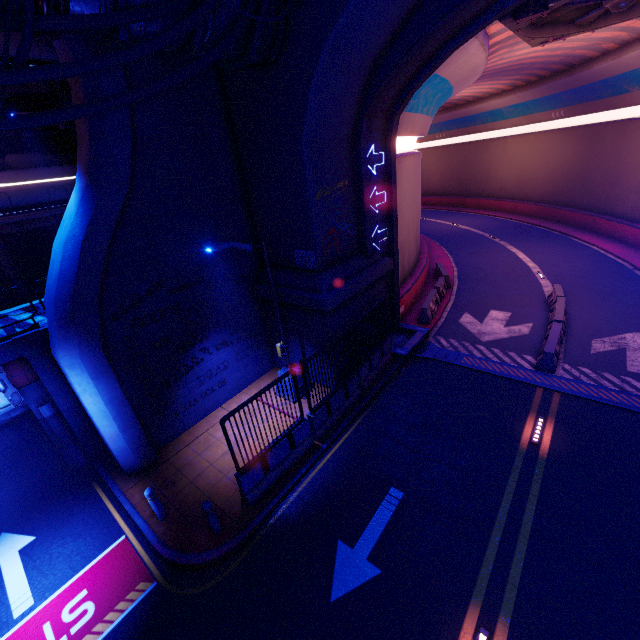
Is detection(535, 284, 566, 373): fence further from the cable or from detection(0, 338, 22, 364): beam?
detection(0, 338, 22, 364): beam

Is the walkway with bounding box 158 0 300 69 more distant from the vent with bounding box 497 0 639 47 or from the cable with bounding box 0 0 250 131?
the vent with bounding box 497 0 639 47

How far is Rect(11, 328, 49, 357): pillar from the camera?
8.6m

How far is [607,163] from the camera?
24.1 meters

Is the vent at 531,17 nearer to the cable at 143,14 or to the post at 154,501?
the cable at 143,14

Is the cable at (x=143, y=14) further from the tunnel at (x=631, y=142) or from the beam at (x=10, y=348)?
the beam at (x=10, y=348)

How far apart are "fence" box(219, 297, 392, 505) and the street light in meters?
1.3

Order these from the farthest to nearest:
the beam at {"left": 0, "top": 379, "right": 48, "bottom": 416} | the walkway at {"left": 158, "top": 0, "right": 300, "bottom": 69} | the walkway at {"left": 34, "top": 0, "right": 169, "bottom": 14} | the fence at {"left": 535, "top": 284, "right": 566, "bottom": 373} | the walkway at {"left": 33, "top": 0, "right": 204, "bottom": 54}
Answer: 1. the fence at {"left": 535, "top": 284, "right": 566, "bottom": 373}
2. the beam at {"left": 0, "top": 379, "right": 48, "bottom": 416}
3. the walkway at {"left": 158, "top": 0, "right": 300, "bottom": 69}
4. the walkway at {"left": 33, "top": 0, "right": 204, "bottom": 54}
5. the walkway at {"left": 34, "top": 0, "right": 169, "bottom": 14}
